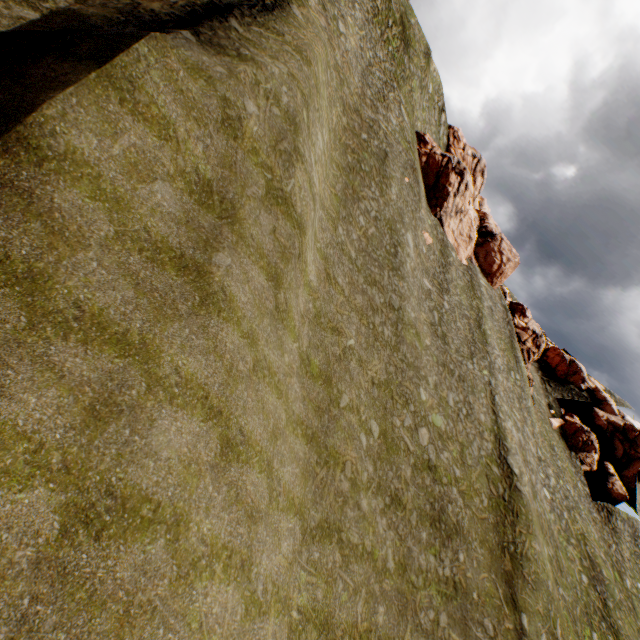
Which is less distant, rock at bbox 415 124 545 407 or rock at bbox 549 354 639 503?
rock at bbox 415 124 545 407

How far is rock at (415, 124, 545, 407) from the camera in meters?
41.6 m

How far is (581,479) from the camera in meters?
45.8

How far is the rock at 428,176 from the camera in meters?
41.6 m

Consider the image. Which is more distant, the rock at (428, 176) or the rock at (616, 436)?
the rock at (616, 436)
